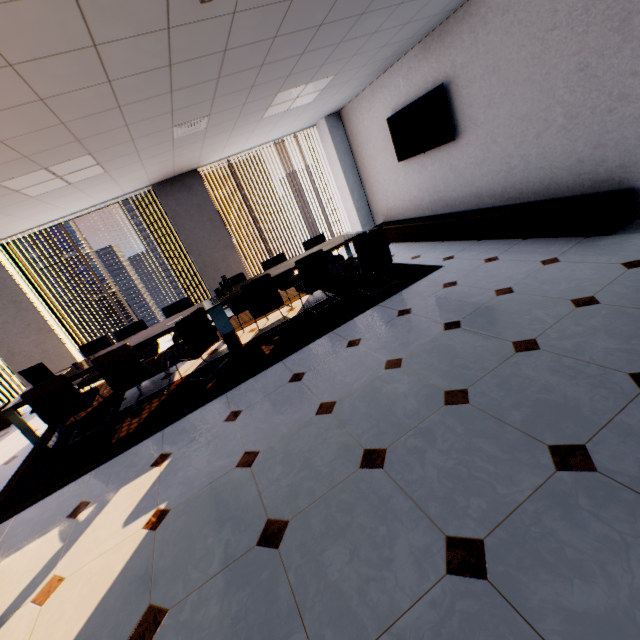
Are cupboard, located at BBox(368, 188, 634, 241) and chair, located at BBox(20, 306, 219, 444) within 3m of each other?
no

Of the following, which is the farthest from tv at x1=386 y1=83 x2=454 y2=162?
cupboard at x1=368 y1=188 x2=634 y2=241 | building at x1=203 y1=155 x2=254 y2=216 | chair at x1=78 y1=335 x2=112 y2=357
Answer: building at x1=203 y1=155 x2=254 y2=216

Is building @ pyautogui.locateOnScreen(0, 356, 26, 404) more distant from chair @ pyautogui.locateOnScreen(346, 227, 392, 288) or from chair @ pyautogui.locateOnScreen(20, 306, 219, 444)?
chair @ pyautogui.locateOnScreen(346, 227, 392, 288)

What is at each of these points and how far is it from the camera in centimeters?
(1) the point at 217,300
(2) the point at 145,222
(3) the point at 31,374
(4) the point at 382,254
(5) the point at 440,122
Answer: (1) table, 496cm
(2) building, 5512cm
(3) laptop, 427cm
(4) chair, 461cm
(5) tv, 514cm

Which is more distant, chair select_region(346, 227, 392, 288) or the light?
chair select_region(346, 227, 392, 288)

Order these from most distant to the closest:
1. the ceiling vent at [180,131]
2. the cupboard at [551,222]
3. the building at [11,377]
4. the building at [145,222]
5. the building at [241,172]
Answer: the building at [241,172] → the building at [145,222] → the building at [11,377] → the ceiling vent at [180,131] → the cupboard at [551,222]

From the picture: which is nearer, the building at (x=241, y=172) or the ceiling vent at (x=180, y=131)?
the ceiling vent at (x=180, y=131)

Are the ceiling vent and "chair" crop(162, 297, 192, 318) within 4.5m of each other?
yes
